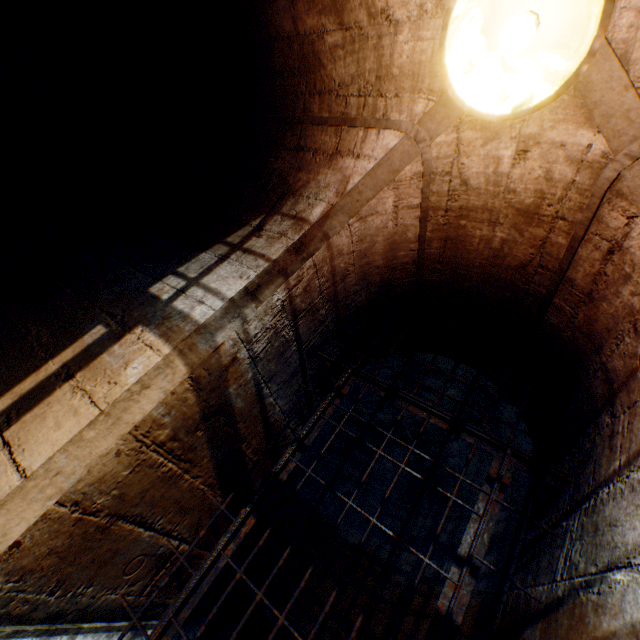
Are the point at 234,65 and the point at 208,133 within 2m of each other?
yes

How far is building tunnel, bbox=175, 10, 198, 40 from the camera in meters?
2.3 m

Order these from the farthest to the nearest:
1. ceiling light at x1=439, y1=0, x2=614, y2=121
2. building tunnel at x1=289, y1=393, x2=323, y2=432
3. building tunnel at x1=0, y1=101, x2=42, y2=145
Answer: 1. building tunnel at x1=0, y1=101, x2=42, y2=145
2. building tunnel at x1=289, y1=393, x2=323, y2=432
3. ceiling light at x1=439, y1=0, x2=614, y2=121

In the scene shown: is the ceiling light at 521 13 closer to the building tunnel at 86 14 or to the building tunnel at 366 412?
the building tunnel at 86 14

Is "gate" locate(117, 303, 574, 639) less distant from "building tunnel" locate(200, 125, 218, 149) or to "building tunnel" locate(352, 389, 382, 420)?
"building tunnel" locate(200, 125, 218, 149)

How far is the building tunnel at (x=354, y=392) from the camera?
3.3 meters

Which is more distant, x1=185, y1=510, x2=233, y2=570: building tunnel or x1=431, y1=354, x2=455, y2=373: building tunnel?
x1=431, y1=354, x2=455, y2=373: building tunnel
